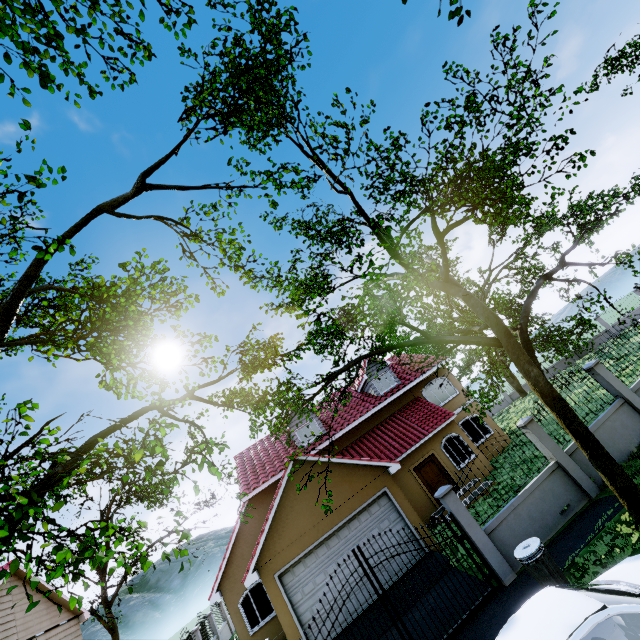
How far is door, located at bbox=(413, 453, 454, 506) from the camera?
16.6 meters

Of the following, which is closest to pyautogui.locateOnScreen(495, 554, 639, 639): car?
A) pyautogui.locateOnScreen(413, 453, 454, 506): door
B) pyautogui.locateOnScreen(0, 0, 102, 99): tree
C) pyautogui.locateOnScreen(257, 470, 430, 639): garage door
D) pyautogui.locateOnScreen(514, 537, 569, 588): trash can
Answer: pyautogui.locateOnScreen(514, 537, 569, 588): trash can

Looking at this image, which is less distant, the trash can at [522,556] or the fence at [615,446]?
the trash can at [522,556]

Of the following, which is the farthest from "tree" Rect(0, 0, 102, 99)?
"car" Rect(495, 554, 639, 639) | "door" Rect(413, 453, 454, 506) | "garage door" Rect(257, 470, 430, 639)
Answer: "door" Rect(413, 453, 454, 506)

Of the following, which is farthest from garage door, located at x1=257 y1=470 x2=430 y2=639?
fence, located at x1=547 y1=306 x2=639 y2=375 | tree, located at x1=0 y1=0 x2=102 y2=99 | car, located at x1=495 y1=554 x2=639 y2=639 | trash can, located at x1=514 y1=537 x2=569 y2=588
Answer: car, located at x1=495 y1=554 x2=639 y2=639

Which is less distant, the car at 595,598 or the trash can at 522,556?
the car at 595,598

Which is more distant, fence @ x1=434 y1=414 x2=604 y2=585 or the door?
the door

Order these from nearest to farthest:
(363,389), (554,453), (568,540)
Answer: (568,540) < (554,453) < (363,389)
